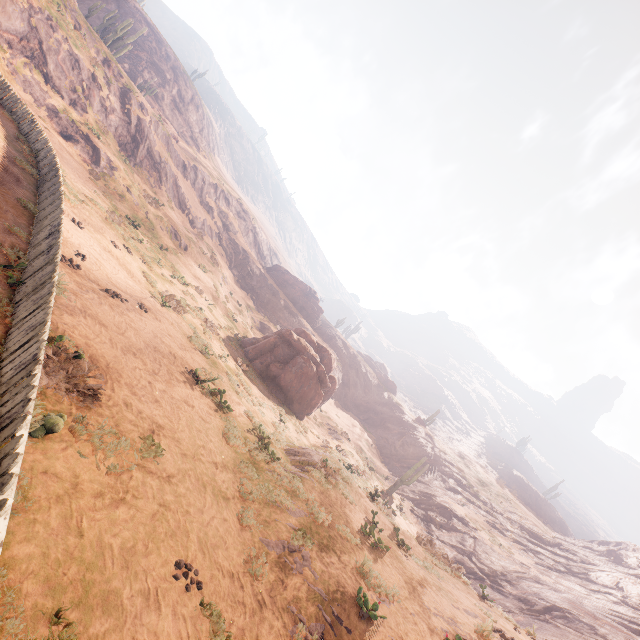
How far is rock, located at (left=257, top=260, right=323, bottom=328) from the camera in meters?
54.5 m

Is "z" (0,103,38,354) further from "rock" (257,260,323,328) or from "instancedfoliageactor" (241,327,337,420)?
"rock" (257,260,323,328)

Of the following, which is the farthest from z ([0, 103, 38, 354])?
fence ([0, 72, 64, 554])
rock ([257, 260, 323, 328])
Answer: rock ([257, 260, 323, 328])

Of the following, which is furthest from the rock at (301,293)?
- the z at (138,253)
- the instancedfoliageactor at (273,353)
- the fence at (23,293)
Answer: the fence at (23,293)

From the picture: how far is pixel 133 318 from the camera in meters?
10.0 m

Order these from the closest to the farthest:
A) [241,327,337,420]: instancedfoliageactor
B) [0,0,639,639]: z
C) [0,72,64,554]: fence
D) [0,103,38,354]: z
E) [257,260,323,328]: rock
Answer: [0,72,64,554]: fence < [0,0,639,639]: z < [0,103,38,354]: z < [241,327,337,420]: instancedfoliageactor < [257,260,323,328]: rock

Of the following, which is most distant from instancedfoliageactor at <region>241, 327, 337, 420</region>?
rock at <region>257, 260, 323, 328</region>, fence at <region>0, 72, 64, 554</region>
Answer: rock at <region>257, 260, 323, 328</region>
